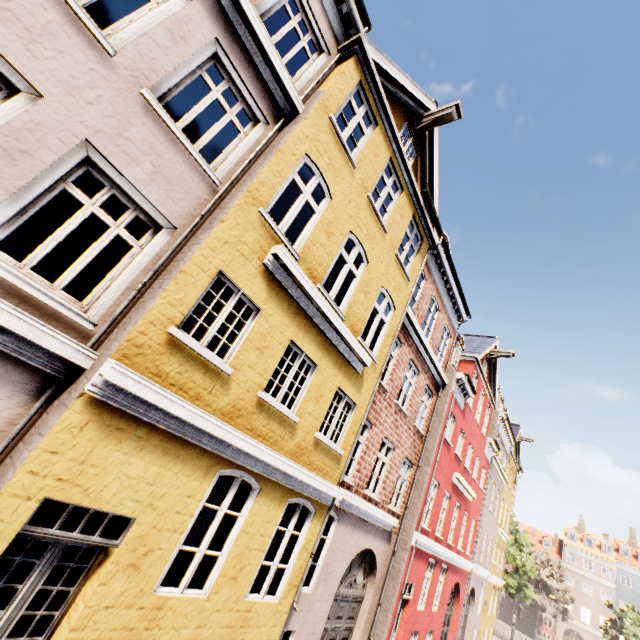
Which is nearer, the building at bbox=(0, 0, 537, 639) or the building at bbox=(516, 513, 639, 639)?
the building at bbox=(0, 0, 537, 639)

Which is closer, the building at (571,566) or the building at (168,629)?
the building at (168,629)

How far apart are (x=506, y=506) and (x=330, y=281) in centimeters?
2578cm
